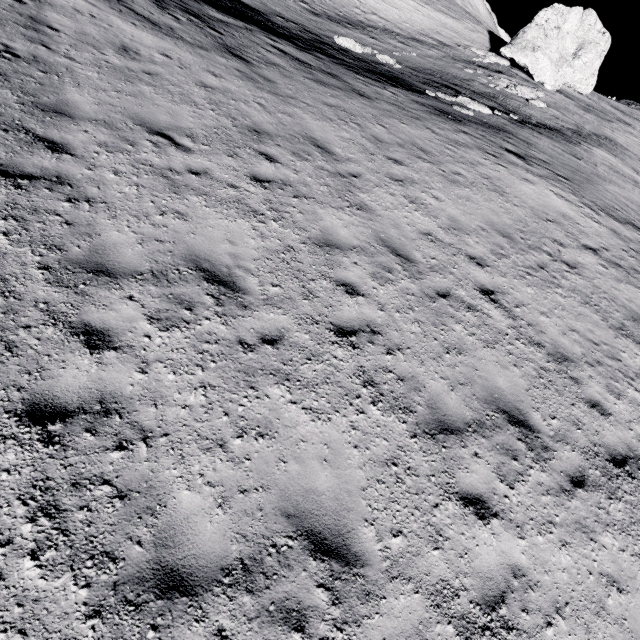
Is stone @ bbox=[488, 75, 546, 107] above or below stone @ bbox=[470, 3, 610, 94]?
below

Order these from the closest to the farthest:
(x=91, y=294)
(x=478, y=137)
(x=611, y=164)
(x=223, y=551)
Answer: (x=223, y=551) → (x=91, y=294) → (x=478, y=137) → (x=611, y=164)

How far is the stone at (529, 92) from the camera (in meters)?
23.89

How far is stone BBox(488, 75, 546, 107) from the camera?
23.9m

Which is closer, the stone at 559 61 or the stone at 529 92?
the stone at 529 92

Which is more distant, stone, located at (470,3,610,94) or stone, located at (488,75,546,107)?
stone, located at (470,3,610,94)
